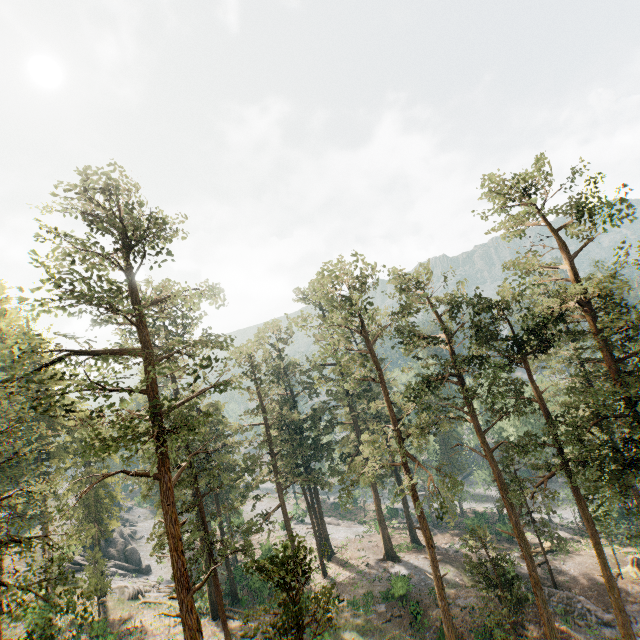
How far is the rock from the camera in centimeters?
4572cm

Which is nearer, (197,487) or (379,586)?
(197,487)

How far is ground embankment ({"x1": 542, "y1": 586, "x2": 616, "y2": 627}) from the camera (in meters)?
25.90

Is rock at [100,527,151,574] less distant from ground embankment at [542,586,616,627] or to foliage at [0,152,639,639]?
foliage at [0,152,639,639]

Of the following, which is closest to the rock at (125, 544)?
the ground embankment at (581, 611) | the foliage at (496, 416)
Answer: the foliage at (496, 416)

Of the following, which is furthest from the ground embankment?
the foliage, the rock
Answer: the rock
